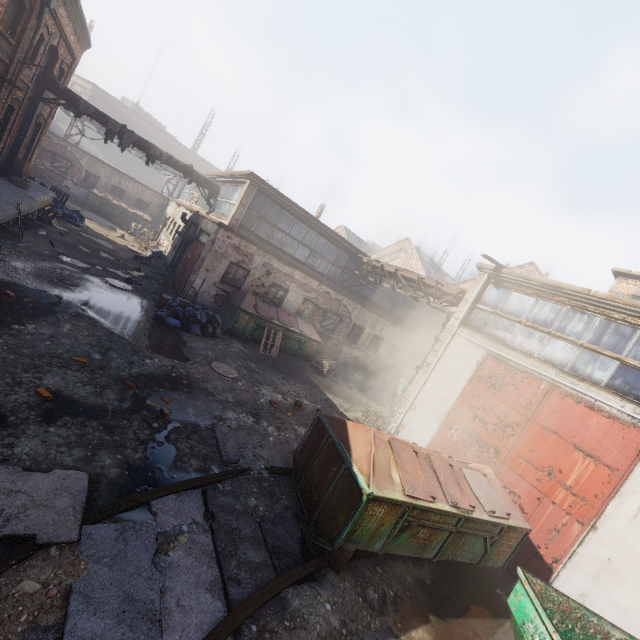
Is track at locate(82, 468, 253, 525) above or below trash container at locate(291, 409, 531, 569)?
below

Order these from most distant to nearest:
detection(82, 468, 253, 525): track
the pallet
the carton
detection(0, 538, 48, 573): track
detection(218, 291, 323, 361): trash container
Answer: the pallet
detection(218, 291, 323, 361): trash container
the carton
detection(82, 468, 253, 525): track
detection(0, 538, 48, 573): track

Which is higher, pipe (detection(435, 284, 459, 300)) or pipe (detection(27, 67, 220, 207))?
pipe (detection(435, 284, 459, 300))

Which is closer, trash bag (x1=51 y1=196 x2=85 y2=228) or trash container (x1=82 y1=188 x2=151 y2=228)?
trash bag (x1=51 y1=196 x2=85 y2=228)

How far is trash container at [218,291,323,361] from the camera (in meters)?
12.95

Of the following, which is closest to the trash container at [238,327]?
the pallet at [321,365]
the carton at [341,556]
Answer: the pallet at [321,365]

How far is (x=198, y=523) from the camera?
4.3m

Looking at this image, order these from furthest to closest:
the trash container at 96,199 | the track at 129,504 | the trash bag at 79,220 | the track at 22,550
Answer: the trash container at 96,199
the trash bag at 79,220
the track at 129,504
the track at 22,550
